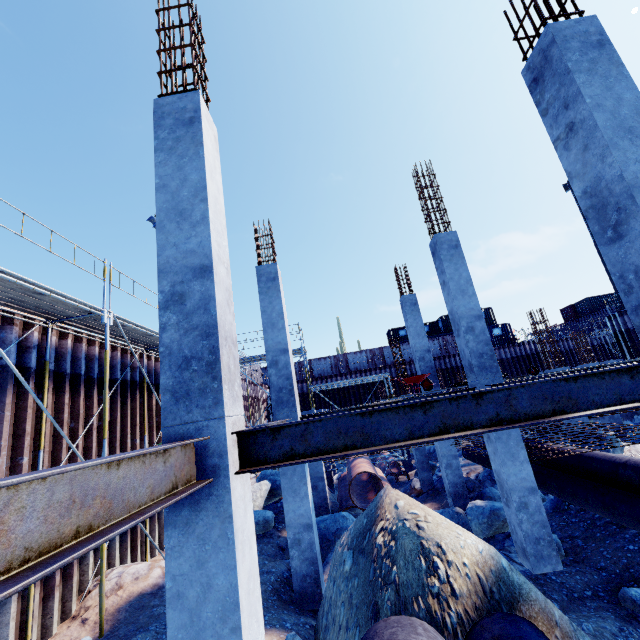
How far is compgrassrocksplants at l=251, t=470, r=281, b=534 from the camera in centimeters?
1054cm

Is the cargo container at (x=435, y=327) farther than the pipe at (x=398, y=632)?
Yes

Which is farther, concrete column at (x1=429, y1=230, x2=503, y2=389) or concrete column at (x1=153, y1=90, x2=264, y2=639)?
concrete column at (x1=429, y1=230, x2=503, y2=389)

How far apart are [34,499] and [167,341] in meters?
1.9 m

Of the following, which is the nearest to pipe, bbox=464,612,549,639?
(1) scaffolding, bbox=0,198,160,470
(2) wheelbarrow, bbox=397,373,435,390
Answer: (1) scaffolding, bbox=0,198,160,470

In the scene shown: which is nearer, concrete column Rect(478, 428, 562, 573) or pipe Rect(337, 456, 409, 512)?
concrete column Rect(478, 428, 562, 573)

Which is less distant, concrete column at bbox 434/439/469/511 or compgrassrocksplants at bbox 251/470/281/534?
compgrassrocksplants at bbox 251/470/281/534

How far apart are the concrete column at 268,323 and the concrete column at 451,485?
6.2m
